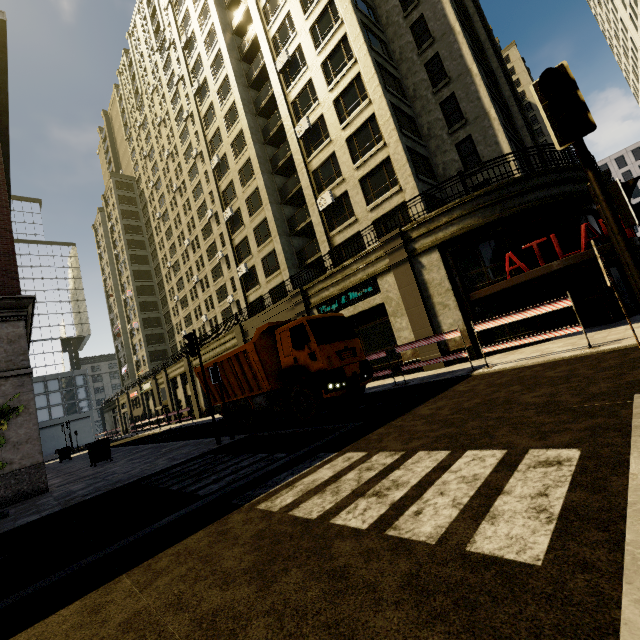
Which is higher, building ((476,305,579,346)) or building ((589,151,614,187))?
building ((589,151,614,187))

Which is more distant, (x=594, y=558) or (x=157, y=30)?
(x=157, y=30)

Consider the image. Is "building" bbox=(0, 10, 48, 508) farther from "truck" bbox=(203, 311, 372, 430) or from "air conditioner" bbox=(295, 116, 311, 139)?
"truck" bbox=(203, 311, 372, 430)

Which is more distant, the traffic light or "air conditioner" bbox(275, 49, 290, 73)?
"air conditioner" bbox(275, 49, 290, 73)

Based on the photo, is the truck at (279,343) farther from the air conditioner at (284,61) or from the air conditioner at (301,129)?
the air conditioner at (284,61)

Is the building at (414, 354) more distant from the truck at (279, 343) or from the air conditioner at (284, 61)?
the truck at (279, 343)

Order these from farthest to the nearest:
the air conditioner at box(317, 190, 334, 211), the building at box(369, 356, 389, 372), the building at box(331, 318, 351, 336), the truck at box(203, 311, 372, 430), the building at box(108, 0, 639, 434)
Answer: the air conditioner at box(317, 190, 334, 211)
the building at box(331, 318, 351, 336)
the building at box(369, 356, 389, 372)
the building at box(108, 0, 639, 434)
the truck at box(203, 311, 372, 430)

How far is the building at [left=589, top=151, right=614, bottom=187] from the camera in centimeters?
1559cm
